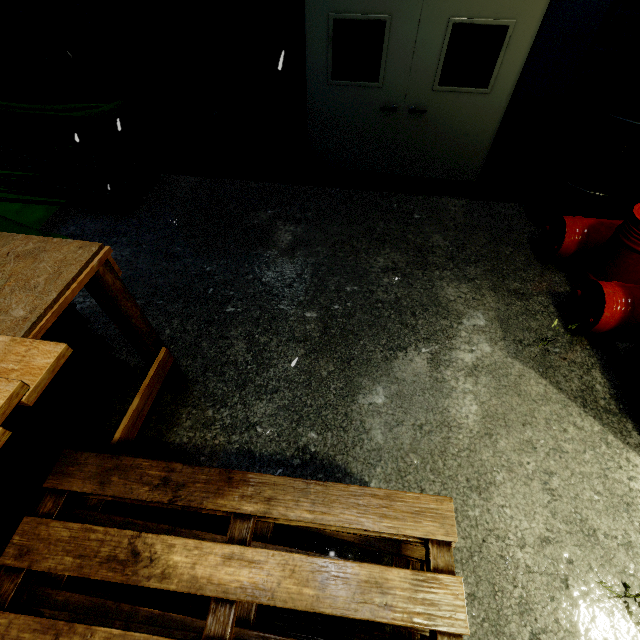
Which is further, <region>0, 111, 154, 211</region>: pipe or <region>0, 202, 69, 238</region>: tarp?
<region>0, 111, 154, 211</region>: pipe

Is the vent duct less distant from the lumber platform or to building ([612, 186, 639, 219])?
building ([612, 186, 639, 219])

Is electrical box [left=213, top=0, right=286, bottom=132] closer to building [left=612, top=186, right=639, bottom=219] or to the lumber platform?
building [left=612, top=186, right=639, bottom=219]

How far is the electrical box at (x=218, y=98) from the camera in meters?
4.6

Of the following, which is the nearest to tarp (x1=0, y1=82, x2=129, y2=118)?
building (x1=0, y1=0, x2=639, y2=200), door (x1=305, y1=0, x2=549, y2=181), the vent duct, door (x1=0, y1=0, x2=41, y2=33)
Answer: building (x1=0, y1=0, x2=639, y2=200)

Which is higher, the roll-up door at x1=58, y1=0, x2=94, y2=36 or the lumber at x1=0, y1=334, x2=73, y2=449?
the lumber at x1=0, y1=334, x2=73, y2=449

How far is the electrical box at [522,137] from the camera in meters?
4.4

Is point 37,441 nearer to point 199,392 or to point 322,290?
point 199,392
